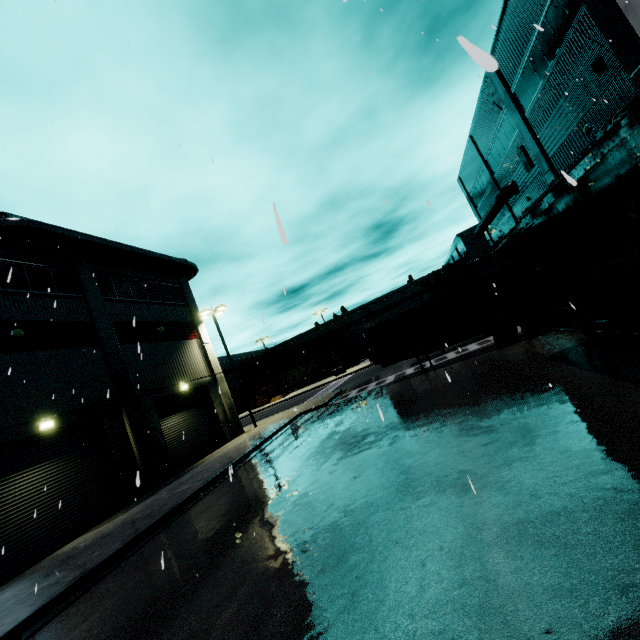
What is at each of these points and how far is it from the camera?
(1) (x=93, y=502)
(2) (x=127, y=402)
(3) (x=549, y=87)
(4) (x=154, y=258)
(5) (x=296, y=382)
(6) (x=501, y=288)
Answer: (1) roll-up door, 13.96m
(2) building, 16.77m
(3) building, 15.41m
(4) vent duct, 21.89m
(5) semi trailer, 55.19m
(6) cargo container, 15.64m

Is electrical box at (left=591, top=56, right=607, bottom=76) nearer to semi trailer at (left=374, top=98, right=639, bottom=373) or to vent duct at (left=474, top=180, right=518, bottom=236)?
semi trailer at (left=374, top=98, right=639, bottom=373)

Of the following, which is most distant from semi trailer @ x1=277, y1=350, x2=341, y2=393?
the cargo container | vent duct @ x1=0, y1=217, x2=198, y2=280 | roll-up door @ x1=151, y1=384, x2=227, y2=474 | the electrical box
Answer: the electrical box

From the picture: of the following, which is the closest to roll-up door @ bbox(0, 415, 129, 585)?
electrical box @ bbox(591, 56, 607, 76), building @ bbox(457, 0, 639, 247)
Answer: building @ bbox(457, 0, 639, 247)

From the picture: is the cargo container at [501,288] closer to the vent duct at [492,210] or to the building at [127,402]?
the building at [127,402]

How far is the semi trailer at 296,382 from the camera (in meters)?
54.54

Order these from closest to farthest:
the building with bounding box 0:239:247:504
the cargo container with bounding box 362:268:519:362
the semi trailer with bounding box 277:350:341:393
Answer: the building with bounding box 0:239:247:504, the cargo container with bounding box 362:268:519:362, the semi trailer with bounding box 277:350:341:393

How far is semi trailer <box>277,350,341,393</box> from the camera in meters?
54.5 m
